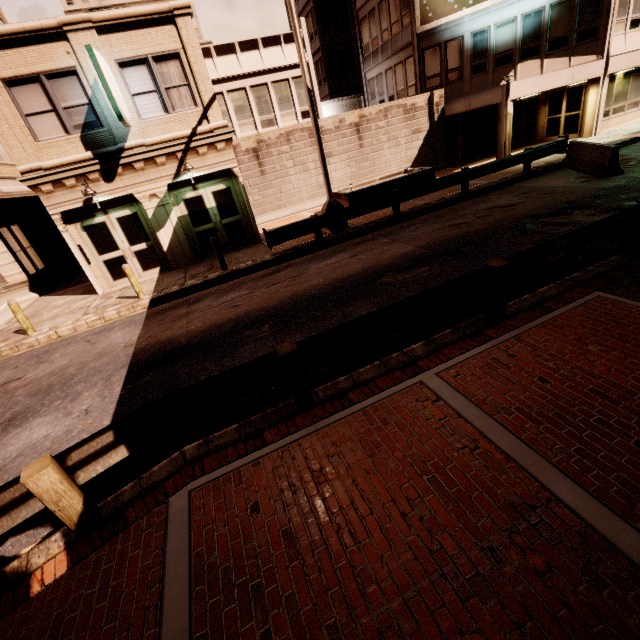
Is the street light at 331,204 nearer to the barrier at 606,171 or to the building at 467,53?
the building at 467,53

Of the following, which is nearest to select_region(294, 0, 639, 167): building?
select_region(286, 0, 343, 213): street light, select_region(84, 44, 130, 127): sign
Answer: select_region(84, 44, 130, 127): sign

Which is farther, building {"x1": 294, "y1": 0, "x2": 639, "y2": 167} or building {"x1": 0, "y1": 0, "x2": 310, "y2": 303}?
building {"x1": 294, "y1": 0, "x2": 639, "y2": 167}

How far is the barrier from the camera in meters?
11.3 m

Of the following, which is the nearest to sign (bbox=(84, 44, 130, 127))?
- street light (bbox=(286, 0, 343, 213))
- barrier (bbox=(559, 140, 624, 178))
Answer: street light (bbox=(286, 0, 343, 213))

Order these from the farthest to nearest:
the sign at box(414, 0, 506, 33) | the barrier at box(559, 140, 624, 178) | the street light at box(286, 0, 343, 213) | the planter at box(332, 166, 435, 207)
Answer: the sign at box(414, 0, 506, 33), the planter at box(332, 166, 435, 207), the barrier at box(559, 140, 624, 178), the street light at box(286, 0, 343, 213)

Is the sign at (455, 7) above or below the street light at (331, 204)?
above

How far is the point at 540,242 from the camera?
8.0 meters
